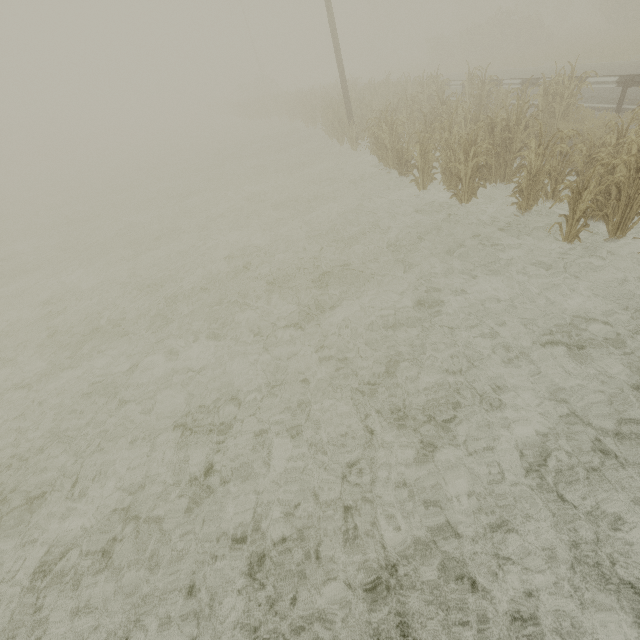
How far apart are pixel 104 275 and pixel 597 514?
12.25m
